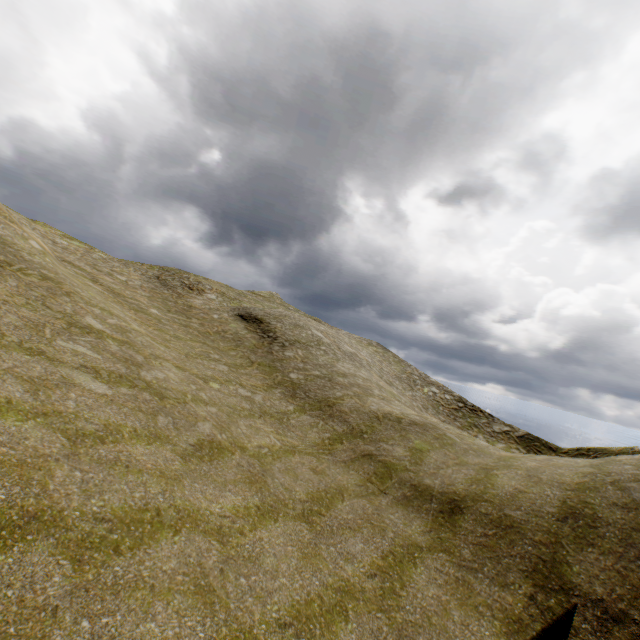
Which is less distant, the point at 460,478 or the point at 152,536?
the point at 152,536
